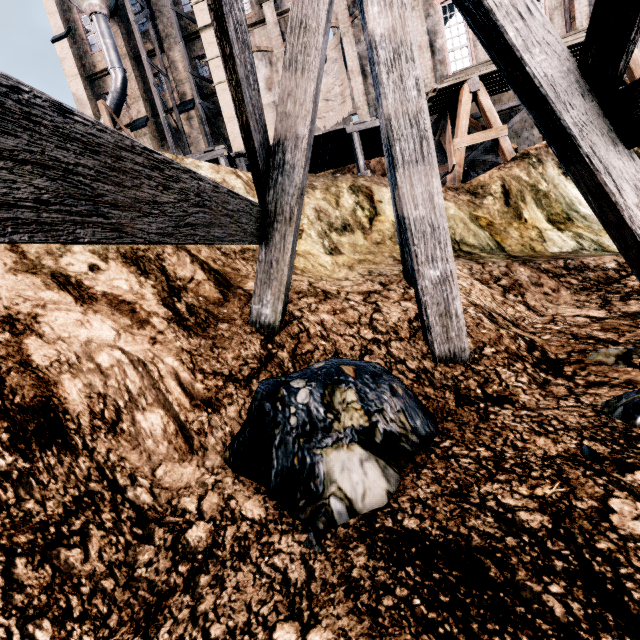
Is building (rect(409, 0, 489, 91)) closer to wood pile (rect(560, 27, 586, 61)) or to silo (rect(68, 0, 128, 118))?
silo (rect(68, 0, 128, 118))

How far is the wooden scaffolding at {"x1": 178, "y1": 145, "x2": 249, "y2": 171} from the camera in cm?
1338

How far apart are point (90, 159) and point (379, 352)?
3.28m

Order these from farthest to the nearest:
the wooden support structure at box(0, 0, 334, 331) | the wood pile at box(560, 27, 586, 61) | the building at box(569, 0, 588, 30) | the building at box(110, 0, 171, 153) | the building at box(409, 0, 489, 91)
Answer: the building at box(110, 0, 171, 153)
the building at box(409, 0, 489, 91)
the building at box(569, 0, 588, 30)
the wood pile at box(560, 27, 586, 61)
the wooden support structure at box(0, 0, 334, 331)

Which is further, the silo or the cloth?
the silo

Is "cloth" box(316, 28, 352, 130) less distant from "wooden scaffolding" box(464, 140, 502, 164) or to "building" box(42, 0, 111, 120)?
"building" box(42, 0, 111, 120)

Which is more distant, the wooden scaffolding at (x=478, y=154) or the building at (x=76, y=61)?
the building at (x=76, y=61)

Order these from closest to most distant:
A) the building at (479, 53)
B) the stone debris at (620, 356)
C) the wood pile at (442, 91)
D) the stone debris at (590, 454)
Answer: the stone debris at (590, 454) → the stone debris at (620, 356) → the wood pile at (442, 91) → the building at (479, 53)
